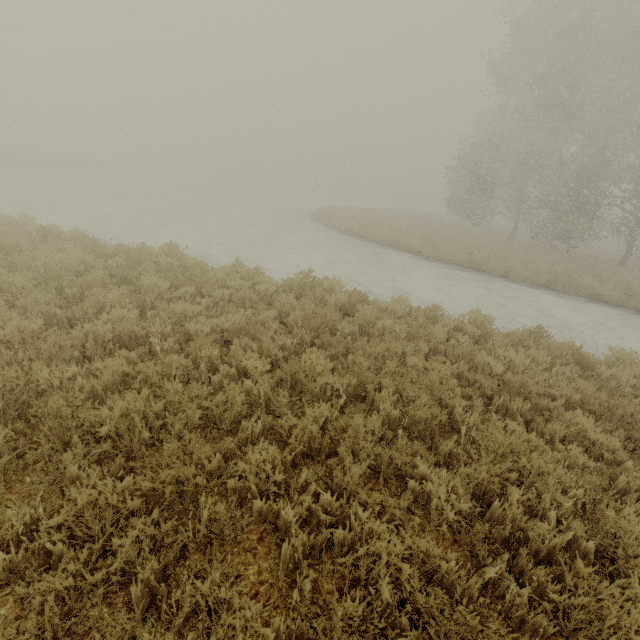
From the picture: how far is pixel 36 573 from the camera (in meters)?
2.26
